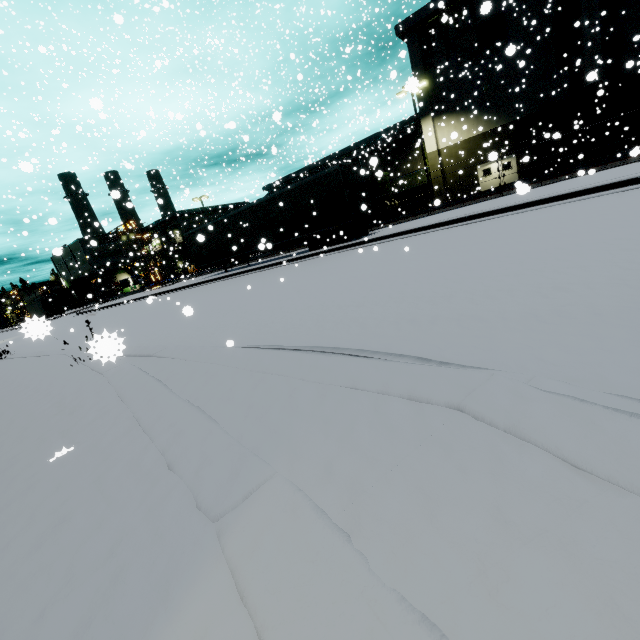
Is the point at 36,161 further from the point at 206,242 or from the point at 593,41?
the point at 593,41

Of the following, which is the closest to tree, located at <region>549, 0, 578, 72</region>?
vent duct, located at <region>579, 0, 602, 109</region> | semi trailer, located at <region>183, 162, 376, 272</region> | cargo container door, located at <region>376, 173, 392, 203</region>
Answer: vent duct, located at <region>579, 0, 602, 109</region>

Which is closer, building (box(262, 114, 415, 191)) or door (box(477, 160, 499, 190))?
door (box(477, 160, 499, 190))

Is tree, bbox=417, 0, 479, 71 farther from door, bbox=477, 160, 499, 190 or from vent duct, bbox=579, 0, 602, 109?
door, bbox=477, 160, 499, 190

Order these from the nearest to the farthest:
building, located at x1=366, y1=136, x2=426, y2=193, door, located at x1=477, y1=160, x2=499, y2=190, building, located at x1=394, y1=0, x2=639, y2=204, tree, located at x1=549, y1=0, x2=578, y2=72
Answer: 1. building, located at x1=394, y1=0, x2=639, y2=204
2. tree, located at x1=549, y1=0, x2=578, y2=72
3. door, located at x1=477, y1=160, x2=499, y2=190
4. building, located at x1=366, y1=136, x2=426, y2=193

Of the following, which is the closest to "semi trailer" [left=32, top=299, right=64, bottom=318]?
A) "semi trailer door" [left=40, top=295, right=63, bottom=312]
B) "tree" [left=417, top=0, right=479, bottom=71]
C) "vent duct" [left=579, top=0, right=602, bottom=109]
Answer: "semi trailer door" [left=40, top=295, right=63, bottom=312]

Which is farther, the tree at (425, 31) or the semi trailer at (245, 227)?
the tree at (425, 31)

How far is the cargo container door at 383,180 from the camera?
27.1 meters
